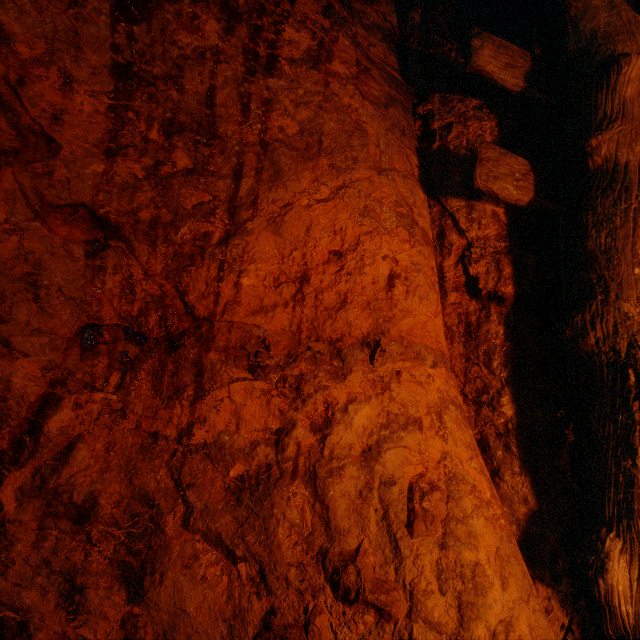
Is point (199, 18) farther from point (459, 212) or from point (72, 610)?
point (72, 610)
